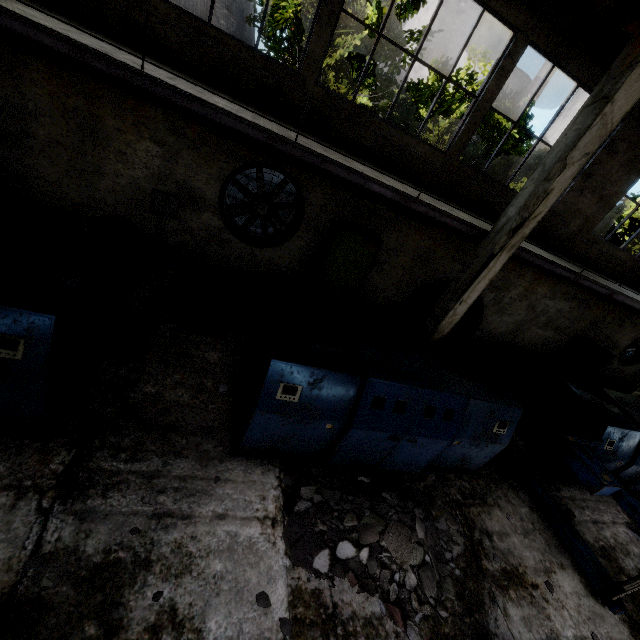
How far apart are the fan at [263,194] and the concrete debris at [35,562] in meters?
7.1

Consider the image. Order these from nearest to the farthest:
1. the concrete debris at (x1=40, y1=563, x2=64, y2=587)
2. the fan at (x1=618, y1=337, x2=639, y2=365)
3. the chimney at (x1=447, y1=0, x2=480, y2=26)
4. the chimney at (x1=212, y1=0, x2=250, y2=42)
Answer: the concrete debris at (x1=40, y1=563, x2=64, y2=587), the fan at (x1=618, y1=337, x2=639, y2=365), the chimney at (x1=212, y1=0, x2=250, y2=42), the chimney at (x1=447, y1=0, x2=480, y2=26)

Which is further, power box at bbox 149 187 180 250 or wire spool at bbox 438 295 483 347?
wire spool at bbox 438 295 483 347

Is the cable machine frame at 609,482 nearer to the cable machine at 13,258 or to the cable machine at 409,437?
the cable machine at 409,437

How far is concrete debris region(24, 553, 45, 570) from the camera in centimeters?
319cm

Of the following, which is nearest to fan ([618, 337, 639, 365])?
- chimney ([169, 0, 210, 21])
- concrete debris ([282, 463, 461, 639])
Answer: concrete debris ([282, 463, 461, 639])

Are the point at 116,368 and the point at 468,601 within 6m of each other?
no

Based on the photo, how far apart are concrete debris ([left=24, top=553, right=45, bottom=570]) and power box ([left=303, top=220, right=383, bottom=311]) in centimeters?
739cm
